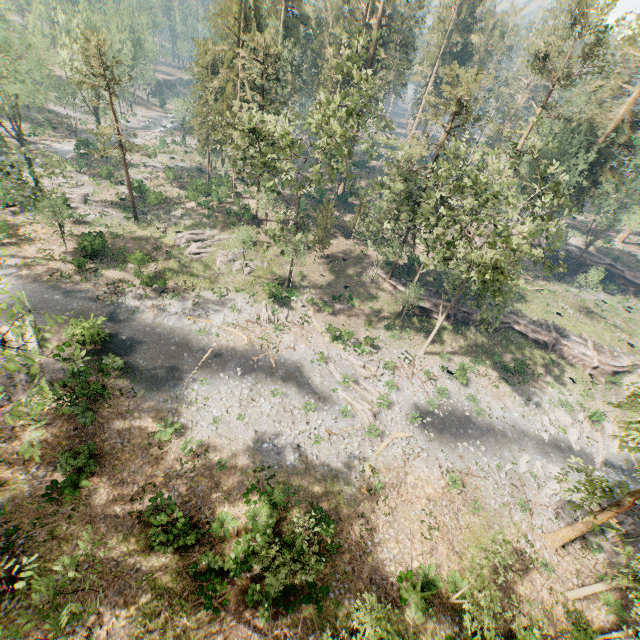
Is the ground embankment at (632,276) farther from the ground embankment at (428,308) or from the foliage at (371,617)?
the ground embankment at (428,308)

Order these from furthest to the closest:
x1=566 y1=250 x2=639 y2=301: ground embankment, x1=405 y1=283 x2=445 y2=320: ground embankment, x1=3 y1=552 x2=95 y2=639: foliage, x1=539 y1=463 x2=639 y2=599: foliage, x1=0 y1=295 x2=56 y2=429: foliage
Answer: x1=566 y1=250 x2=639 y2=301: ground embankment → x1=405 y1=283 x2=445 y2=320: ground embankment → x1=539 y1=463 x2=639 y2=599: foliage → x1=0 y1=295 x2=56 y2=429: foliage → x1=3 y1=552 x2=95 y2=639: foliage

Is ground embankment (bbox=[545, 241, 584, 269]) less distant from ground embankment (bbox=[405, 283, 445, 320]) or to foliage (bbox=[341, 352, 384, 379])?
foliage (bbox=[341, 352, 384, 379])

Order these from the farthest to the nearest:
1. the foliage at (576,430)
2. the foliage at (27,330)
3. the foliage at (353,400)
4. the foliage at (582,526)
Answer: the foliage at (353,400)
the foliage at (582,526)
the foliage at (576,430)
the foliage at (27,330)

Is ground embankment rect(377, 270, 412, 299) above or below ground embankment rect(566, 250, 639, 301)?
below

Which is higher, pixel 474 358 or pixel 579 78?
pixel 579 78

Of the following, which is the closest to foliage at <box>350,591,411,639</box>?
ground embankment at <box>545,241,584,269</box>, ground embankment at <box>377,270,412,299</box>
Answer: ground embankment at <box>377,270,412,299</box>
